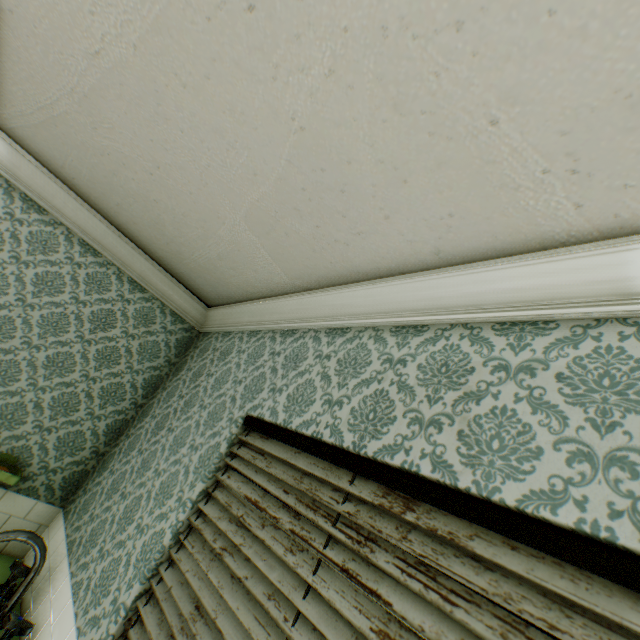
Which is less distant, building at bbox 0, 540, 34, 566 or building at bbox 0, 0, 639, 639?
building at bbox 0, 0, 639, 639

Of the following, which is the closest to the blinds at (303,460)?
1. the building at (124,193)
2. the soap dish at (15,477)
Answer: the building at (124,193)

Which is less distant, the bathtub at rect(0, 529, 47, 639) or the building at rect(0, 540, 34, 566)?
the bathtub at rect(0, 529, 47, 639)

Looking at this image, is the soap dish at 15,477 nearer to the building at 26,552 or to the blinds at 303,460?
the building at 26,552

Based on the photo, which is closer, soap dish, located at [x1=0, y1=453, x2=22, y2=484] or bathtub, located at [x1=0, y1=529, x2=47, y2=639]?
bathtub, located at [x1=0, y1=529, x2=47, y2=639]

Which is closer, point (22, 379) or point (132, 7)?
point (132, 7)

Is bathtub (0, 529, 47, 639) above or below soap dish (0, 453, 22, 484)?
below
